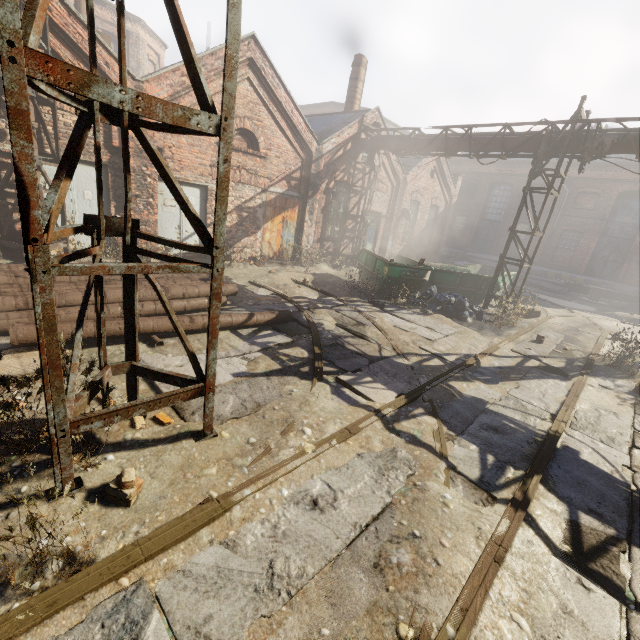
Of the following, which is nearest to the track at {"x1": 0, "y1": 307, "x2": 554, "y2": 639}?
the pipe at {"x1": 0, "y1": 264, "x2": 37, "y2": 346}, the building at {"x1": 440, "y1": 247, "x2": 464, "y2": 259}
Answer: the pipe at {"x1": 0, "y1": 264, "x2": 37, "y2": 346}

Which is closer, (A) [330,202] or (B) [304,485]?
(B) [304,485]

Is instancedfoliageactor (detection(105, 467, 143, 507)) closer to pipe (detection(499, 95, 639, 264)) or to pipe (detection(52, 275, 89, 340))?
pipe (detection(52, 275, 89, 340))

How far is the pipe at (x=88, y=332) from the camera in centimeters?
503cm

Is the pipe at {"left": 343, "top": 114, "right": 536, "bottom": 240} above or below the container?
above

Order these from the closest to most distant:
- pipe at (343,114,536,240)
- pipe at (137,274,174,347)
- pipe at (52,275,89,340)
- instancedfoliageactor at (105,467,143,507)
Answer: instancedfoliageactor at (105,467,143,507) → pipe at (52,275,89,340) → pipe at (137,274,174,347) → pipe at (343,114,536,240)

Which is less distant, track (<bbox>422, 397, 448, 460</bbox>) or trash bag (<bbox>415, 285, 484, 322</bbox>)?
track (<bbox>422, 397, 448, 460</bbox>)
